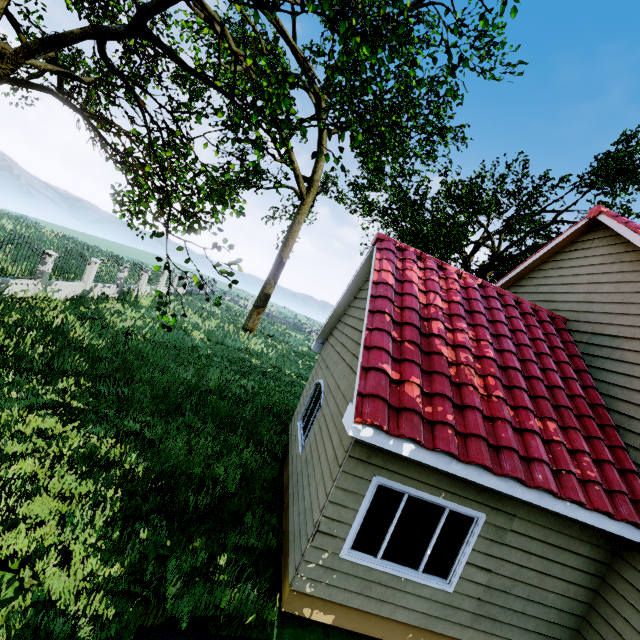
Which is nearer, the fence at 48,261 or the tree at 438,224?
the tree at 438,224

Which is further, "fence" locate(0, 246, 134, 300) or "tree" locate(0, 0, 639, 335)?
"fence" locate(0, 246, 134, 300)

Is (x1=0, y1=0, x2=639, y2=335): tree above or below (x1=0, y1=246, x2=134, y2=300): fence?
above

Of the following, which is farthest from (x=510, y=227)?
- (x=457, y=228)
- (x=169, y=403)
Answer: (x=169, y=403)

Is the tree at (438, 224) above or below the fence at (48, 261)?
above
